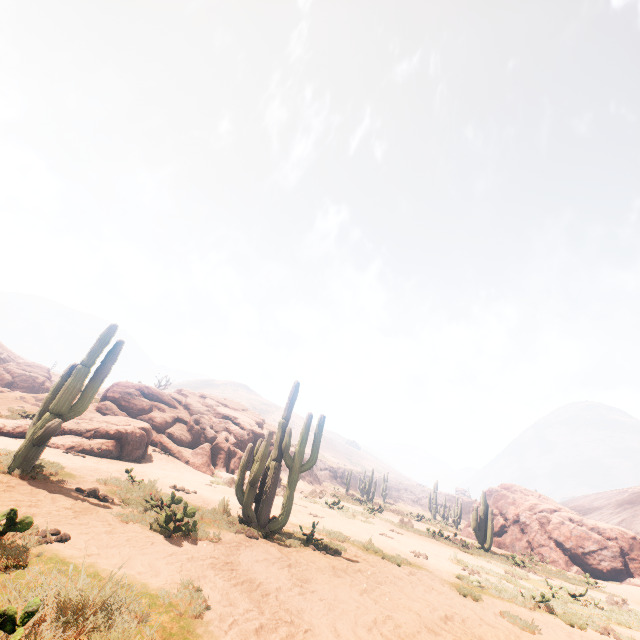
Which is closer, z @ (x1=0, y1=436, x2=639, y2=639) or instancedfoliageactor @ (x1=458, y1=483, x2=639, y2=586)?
z @ (x1=0, y1=436, x2=639, y2=639)

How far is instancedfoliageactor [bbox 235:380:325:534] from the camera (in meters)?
7.86

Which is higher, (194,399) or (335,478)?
(194,399)

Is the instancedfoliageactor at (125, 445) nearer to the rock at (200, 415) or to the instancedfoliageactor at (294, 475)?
the rock at (200, 415)

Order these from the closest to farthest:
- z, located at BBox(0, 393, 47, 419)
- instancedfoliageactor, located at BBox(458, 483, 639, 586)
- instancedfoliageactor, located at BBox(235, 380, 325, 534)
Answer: instancedfoliageactor, located at BBox(235, 380, 325, 534)
z, located at BBox(0, 393, 47, 419)
instancedfoliageactor, located at BBox(458, 483, 639, 586)

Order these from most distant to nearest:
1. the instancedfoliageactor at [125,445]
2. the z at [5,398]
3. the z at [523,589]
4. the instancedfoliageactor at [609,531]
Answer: the instancedfoliageactor at [609,531]
the z at [5,398]
the instancedfoliageactor at [125,445]
the z at [523,589]

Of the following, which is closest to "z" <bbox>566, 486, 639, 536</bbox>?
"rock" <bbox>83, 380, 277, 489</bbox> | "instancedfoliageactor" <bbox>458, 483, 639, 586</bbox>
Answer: "instancedfoliageactor" <bbox>458, 483, 639, 586</bbox>

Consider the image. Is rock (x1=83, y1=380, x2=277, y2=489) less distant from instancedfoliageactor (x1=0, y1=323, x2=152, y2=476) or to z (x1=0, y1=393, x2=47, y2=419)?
instancedfoliageactor (x1=0, y1=323, x2=152, y2=476)
